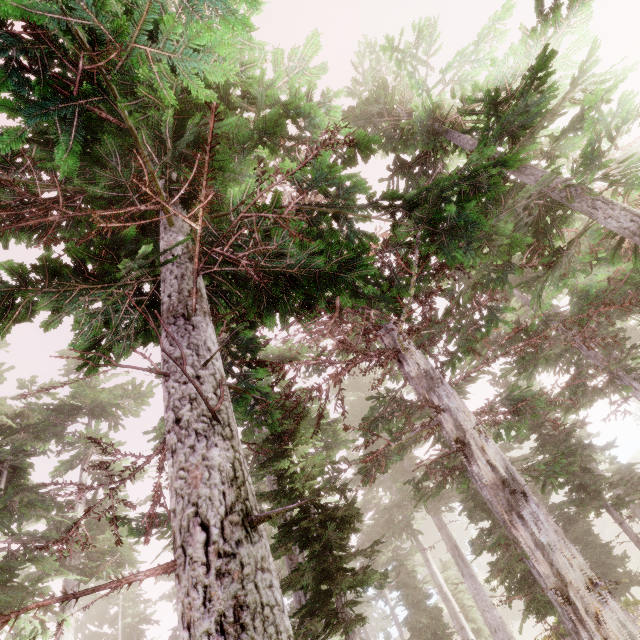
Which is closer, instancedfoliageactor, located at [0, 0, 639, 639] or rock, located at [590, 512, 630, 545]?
instancedfoliageactor, located at [0, 0, 639, 639]

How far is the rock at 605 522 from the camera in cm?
4610

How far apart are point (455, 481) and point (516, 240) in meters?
9.3 m

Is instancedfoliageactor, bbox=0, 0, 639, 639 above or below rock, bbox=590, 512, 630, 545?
above

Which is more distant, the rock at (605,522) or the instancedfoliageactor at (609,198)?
the rock at (605,522)

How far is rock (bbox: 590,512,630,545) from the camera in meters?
46.1 m
